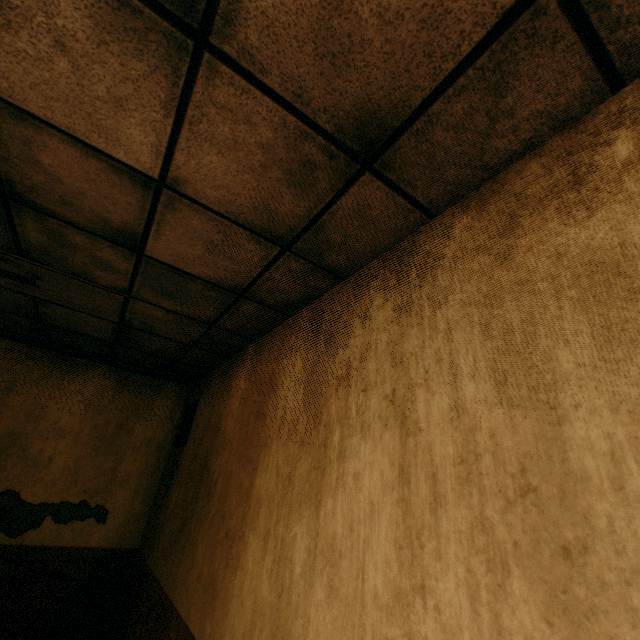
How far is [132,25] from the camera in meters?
1.0
